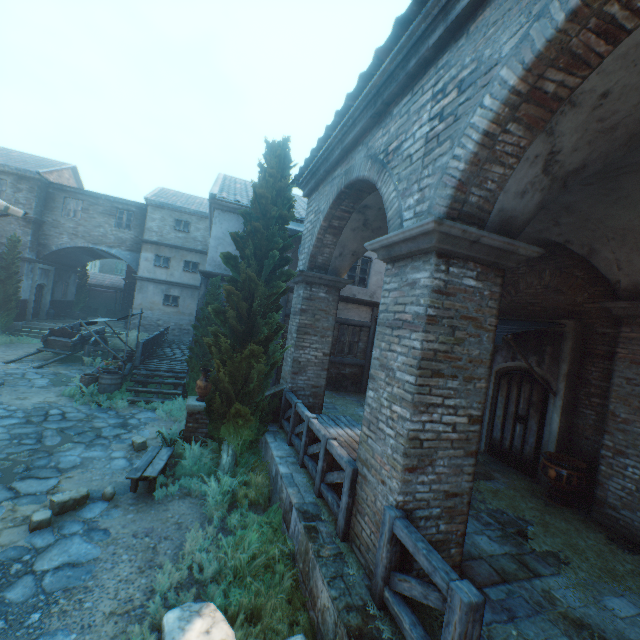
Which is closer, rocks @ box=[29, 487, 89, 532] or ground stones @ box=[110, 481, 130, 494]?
rocks @ box=[29, 487, 89, 532]

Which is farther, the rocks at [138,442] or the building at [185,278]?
the building at [185,278]

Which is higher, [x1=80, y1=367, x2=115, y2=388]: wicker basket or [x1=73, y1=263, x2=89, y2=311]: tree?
[x1=73, y1=263, x2=89, y2=311]: tree

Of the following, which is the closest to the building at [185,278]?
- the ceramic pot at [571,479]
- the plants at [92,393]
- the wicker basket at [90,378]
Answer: the plants at [92,393]

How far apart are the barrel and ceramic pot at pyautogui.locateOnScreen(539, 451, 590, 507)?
12.4m

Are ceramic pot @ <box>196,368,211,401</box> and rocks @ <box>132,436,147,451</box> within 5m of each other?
yes

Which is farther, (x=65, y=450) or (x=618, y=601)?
(x=65, y=450)

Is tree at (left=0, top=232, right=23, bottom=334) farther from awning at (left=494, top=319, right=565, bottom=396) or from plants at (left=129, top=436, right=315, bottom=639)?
awning at (left=494, top=319, right=565, bottom=396)
